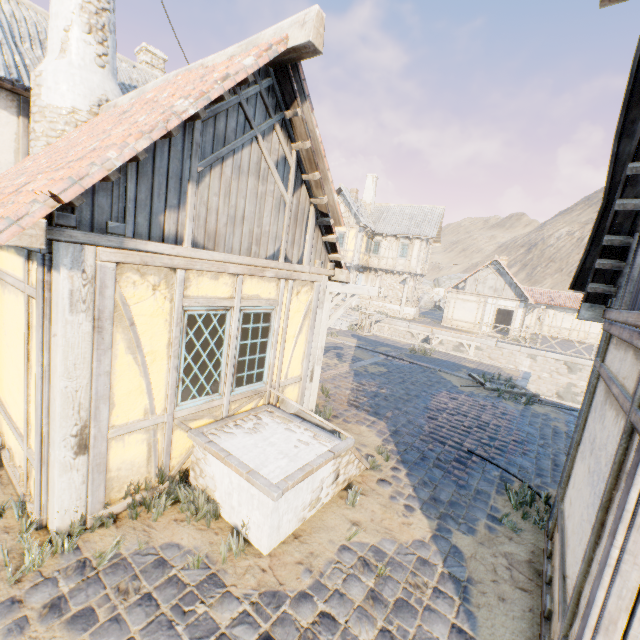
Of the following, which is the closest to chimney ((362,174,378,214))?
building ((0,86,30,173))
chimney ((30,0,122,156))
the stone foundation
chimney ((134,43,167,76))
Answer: the stone foundation

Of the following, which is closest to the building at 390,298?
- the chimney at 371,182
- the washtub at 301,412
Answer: the chimney at 371,182

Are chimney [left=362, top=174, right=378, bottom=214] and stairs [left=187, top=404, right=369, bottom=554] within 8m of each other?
no

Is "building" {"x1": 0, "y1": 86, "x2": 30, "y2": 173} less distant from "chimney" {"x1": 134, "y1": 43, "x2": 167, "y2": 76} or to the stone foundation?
"chimney" {"x1": 134, "y1": 43, "x2": 167, "y2": 76}

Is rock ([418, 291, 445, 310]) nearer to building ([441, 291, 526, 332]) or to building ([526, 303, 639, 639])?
building ([441, 291, 526, 332])

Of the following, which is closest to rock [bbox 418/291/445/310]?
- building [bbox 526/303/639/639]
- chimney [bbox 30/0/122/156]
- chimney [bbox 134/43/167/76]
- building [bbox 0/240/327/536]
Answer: chimney [bbox 134/43/167/76]

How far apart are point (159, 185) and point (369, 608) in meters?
4.7

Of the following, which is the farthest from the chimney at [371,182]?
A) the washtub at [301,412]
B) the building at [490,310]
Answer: the washtub at [301,412]
